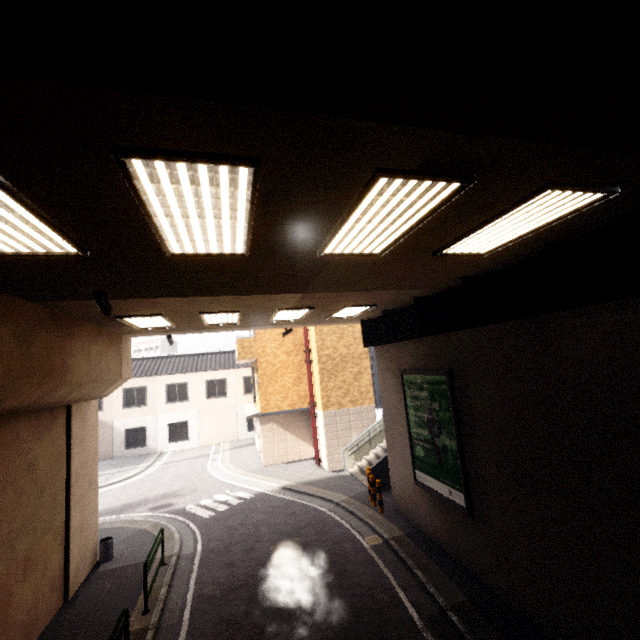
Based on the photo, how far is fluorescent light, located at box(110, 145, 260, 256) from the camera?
2.3m

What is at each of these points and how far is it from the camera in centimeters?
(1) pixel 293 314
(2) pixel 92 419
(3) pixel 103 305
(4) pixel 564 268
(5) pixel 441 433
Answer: (1) fluorescent light, 948cm
(2) concrete pillar, 1031cm
(3) cctv camera, 548cm
(4) platform underside, 507cm
(5) sign, 866cm

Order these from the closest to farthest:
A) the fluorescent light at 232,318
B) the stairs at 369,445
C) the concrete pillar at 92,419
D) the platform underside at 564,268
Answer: the platform underside at 564,268, the concrete pillar at 92,419, the fluorescent light at 232,318, the stairs at 369,445

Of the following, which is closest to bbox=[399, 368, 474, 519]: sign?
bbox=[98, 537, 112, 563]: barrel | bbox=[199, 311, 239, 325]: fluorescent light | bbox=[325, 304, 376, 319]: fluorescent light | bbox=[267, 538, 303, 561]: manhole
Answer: bbox=[325, 304, 376, 319]: fluorescent light

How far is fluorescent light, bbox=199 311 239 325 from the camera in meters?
8.1 m

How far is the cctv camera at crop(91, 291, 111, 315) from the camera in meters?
5.3 m

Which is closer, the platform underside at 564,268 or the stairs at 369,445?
the platform underside at 564,268

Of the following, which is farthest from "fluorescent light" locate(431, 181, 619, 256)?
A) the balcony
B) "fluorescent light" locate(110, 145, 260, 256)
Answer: the balcony
